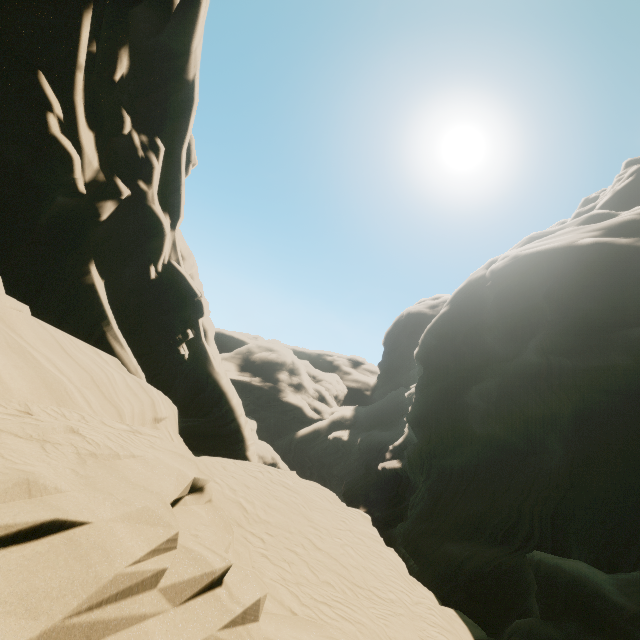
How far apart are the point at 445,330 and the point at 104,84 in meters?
35.4 m
